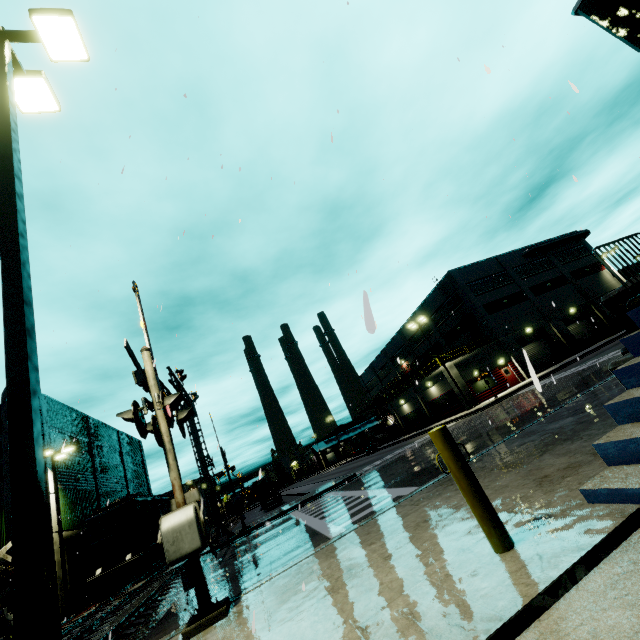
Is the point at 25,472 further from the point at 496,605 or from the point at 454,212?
the point at 454,212

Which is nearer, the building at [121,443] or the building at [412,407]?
the building at [121,443]

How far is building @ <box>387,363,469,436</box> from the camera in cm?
3357

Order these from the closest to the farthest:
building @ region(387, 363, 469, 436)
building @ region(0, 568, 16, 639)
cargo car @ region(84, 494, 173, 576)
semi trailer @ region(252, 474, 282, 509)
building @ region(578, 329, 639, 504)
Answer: building @ region(578, 329, 639, 504) → building @ region(0, 568, 16, 639) → cargo car @ region(84, 494, 173, 576) → building @ region(387, 363, 469, 436) → semi trailer @ region(252, 474, 282, 509)

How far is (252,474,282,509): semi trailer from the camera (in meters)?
41.59

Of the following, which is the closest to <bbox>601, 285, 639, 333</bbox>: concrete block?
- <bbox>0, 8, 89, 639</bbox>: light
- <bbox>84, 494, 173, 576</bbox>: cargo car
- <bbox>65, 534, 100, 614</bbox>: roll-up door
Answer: <bbox>0, 8, 89, 639</bbox>: light

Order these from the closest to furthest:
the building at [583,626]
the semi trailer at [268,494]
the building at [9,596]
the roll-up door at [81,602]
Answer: the building at [583,626] < the building at [9,596] < the roll-up door at [81,602] < the semi trailer at [268,494]

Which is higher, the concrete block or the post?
the concrete block
